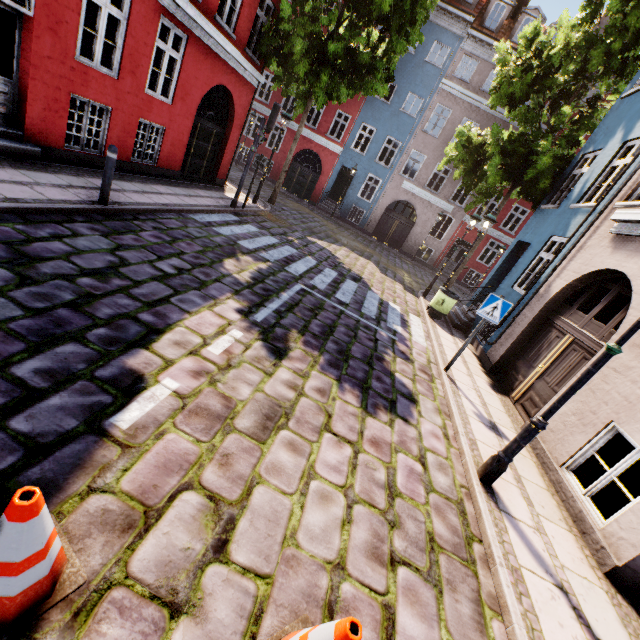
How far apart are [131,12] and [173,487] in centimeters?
996cm

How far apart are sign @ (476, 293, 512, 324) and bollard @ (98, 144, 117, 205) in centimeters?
754cm

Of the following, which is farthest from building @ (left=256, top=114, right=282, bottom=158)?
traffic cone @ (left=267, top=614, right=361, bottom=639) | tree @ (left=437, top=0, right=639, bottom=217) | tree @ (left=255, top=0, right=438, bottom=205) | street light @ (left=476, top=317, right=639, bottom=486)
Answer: traffic cone @ (left=267, top=614, right=361, bottom=639)

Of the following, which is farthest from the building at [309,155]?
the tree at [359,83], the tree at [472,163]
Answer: the tree at [359,83]

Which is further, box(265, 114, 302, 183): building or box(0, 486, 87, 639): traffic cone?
box(265, 114, 302, 183): building

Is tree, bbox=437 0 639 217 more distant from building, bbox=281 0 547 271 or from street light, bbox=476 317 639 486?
street light, bbox=476 317 639 486

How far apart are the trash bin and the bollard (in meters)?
9.37

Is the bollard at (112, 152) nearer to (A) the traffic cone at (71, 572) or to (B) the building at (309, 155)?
(B) the building at (309, 155)
